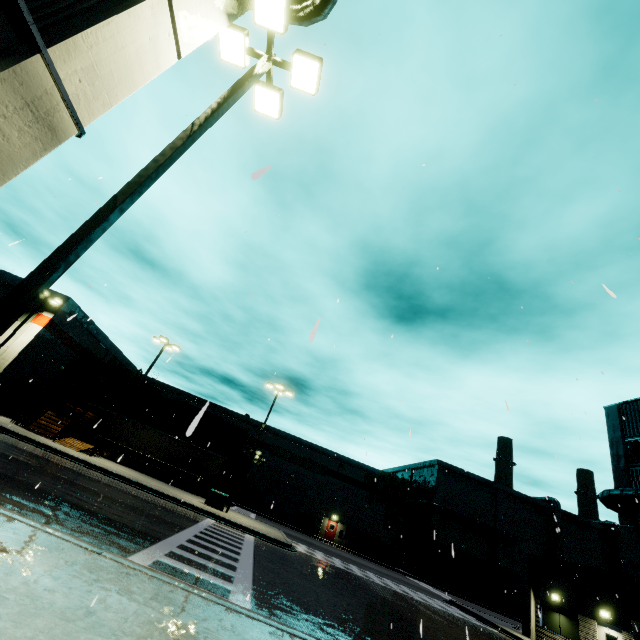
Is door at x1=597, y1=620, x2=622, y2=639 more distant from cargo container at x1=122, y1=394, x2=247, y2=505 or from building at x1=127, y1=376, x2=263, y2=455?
cargo container at x1=122, y1=394, x2=247, y2=505

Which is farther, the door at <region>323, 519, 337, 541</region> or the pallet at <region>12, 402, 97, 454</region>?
the door at <region>323, 519, 337, 541</region>

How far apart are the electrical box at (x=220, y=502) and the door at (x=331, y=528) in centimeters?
2597cm

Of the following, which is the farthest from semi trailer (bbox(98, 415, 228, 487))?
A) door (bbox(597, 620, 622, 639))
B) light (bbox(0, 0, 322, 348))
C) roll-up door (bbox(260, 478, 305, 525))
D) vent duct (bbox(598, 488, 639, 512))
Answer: door (bbox(597, 620, 622, 639))

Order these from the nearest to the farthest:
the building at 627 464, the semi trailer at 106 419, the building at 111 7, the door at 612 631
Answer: the building at 111 7 → the door at 612 631 → the building at 627 464 → the semi trailer at 106 419

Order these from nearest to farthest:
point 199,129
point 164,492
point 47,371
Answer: point 199,129, point 164,492, point 47,371

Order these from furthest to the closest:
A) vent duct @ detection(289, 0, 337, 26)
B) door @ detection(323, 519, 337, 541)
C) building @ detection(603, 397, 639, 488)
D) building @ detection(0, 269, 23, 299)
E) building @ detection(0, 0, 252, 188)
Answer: door @ detection(323, 519, 337, 541) < building @ detection(0, 269, 23, 299) < building @ detection(603, 397, 639, 488) < vent duct @ detection(289, 0, 337, 26) < building @ detection(0, 0, 252, 188)

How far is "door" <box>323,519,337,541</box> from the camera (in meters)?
43.51
